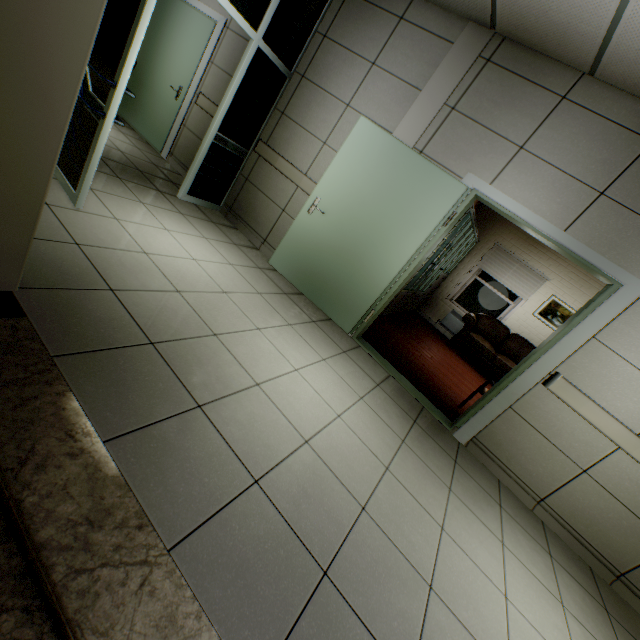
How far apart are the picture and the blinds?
0.28m

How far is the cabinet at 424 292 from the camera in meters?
5.0 m

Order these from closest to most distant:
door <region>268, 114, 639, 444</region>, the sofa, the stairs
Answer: the stairs < door <region>268, 114, 639, 444</region> < the sofa

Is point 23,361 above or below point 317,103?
below

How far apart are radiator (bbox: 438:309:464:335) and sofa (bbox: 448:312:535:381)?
0.5 meters

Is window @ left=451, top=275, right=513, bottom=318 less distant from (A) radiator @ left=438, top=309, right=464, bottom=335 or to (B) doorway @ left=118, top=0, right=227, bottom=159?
(A) radiator @ left=438, top=309, right=464, bottom=335

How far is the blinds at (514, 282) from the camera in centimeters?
722cm

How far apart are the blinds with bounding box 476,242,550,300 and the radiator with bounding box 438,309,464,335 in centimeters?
100cm
